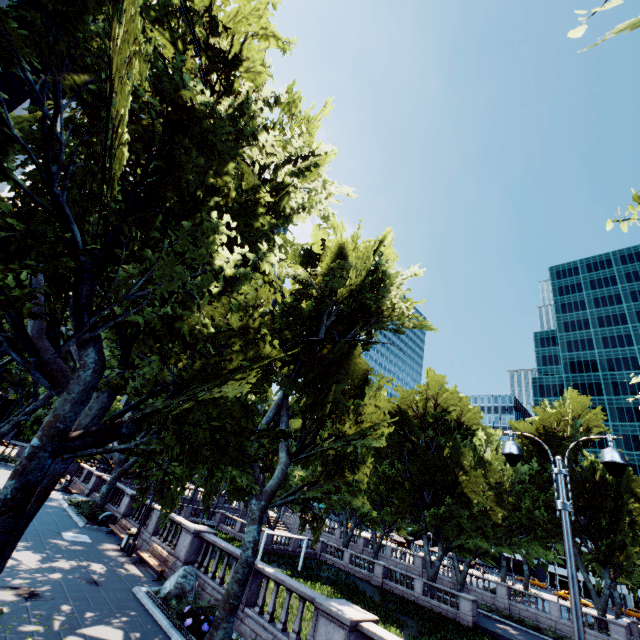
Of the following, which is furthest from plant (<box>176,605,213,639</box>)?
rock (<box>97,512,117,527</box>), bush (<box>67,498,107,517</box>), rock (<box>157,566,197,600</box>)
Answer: bush (<box>67,498,107,517</box>)

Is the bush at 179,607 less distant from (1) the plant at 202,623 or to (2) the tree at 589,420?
(1) the plant at 202,623

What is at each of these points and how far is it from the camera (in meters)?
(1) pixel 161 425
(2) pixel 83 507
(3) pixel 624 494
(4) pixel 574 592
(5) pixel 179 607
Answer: (1) tree, 8.71
(2) bush, 23.33
(3) tree, 34.50
(4) light, 6.00
(5) bush, 11.56

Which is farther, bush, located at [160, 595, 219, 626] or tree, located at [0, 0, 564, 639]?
bush, located at [160, 595, 219, 626]

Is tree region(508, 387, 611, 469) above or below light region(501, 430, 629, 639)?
above

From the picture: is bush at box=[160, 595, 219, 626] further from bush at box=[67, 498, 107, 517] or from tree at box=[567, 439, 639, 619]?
bush at box=[67, 498, 107, 517]

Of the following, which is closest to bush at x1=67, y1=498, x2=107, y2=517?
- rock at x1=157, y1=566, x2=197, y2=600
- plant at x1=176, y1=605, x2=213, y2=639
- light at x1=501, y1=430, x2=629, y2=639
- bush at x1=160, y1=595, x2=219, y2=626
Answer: rock at x1=157, y1=566, x2=197, y2=600

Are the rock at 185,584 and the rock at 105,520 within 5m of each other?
no
